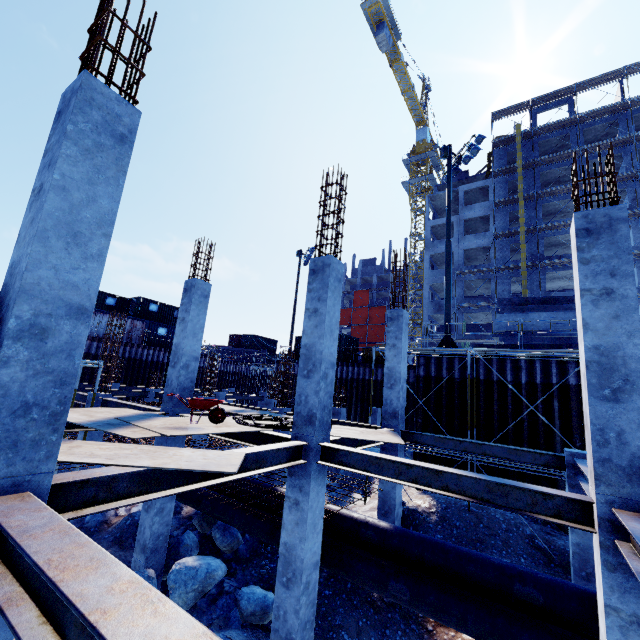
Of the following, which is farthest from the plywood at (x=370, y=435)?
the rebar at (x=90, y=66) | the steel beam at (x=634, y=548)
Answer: the steel beam at (x=634, y=548)

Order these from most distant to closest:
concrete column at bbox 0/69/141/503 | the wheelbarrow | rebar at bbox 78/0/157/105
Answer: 1. the wheelbarrow
2. rebar at bbox 78/0/157/105
3. concrete column at bbox 0/69/141/503

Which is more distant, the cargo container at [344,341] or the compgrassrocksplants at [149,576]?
the cargo container at [344,341]

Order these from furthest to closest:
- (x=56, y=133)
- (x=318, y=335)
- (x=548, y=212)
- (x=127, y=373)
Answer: (x=548, y=212) < (x=127, y=373) < (x=318, y=335) < (x=56, y=133)

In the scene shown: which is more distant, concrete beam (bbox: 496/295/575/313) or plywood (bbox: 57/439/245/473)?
concrete beam (bbox: 496/295/575/313)

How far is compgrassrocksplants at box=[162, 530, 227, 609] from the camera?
7.8 meters

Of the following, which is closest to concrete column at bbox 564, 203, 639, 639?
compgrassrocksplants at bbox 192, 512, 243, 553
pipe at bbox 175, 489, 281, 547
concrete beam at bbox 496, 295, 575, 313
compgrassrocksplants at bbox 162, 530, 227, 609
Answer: pipe at bbox 175, 489, 281, 547

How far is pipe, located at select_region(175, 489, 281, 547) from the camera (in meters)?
8.97
